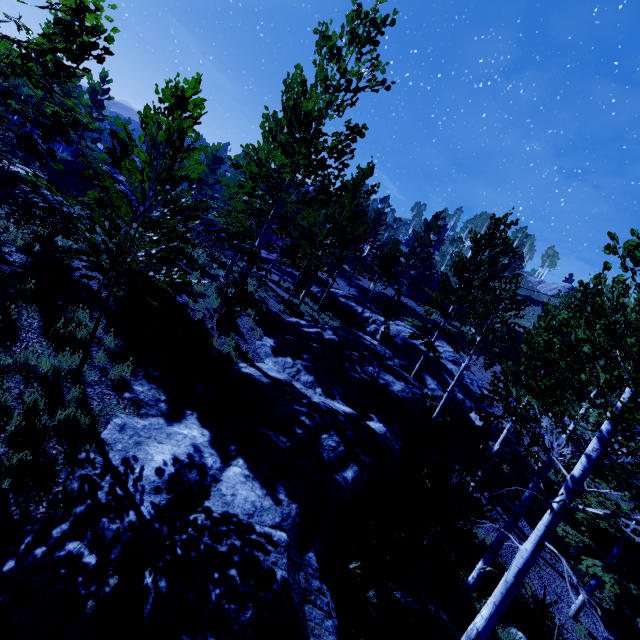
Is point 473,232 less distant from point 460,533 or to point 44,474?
point 460,533

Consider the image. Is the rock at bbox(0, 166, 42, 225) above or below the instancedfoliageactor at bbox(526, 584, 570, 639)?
above

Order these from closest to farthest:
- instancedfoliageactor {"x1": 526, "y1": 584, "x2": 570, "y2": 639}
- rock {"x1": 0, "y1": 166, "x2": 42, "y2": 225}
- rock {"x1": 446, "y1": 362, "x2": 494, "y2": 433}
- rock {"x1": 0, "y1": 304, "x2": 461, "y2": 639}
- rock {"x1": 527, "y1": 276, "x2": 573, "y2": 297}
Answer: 1. rock {"x1": 0, "y1": 304, "x2": 461, "y2": 639}
2. instancedfoliageactor {"x1": 526, "y1": 584, "x2": 570, "y2": 639}
3. rock {"x1": 0, "y1": 166, "x2": 42, "y2": 225}
4. rock {"x1": 446, "y1": 362, "x2": 494, "y2": 433}
5. rock {"x1": 527, "y1": 276, "x2": 573, "y2": 297}

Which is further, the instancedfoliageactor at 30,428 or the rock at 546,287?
the rock at 546,287

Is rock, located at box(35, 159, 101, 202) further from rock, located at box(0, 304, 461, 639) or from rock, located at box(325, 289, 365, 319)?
rock, located at box(325, 289, 365, 319)

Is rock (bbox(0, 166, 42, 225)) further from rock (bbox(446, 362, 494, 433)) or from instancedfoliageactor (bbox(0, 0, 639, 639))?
rock (bbox(446, 362, 494, 433))

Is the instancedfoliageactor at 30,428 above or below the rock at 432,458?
above

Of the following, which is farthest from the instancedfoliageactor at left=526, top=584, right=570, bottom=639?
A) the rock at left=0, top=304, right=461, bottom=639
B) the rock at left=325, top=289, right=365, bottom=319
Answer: the rock at left=325, top=289, right=365, bottom=319
